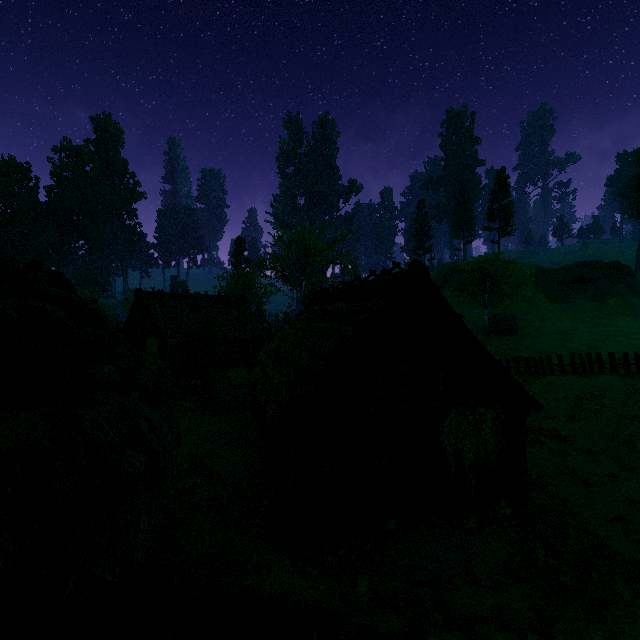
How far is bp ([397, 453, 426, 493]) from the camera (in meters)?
9.80

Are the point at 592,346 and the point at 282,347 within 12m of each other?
no

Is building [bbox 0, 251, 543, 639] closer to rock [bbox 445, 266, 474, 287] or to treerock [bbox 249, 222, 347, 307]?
treerock [bbox 249, 222, 347, 307]

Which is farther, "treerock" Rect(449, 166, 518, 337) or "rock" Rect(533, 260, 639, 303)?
"rock" Rect(533, 260, 639, 303)

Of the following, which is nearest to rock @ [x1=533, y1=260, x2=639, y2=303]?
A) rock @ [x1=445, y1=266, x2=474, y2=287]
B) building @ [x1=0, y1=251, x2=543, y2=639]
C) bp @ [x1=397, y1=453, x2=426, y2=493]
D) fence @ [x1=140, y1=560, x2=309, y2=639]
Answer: rock @ [x1=445, y1=266, x2=474, y2=287]

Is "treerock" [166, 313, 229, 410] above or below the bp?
above

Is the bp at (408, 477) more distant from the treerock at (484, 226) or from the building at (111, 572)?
the treerock at (484, 226)

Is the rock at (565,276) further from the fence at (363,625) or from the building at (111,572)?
the building at (111,572)
